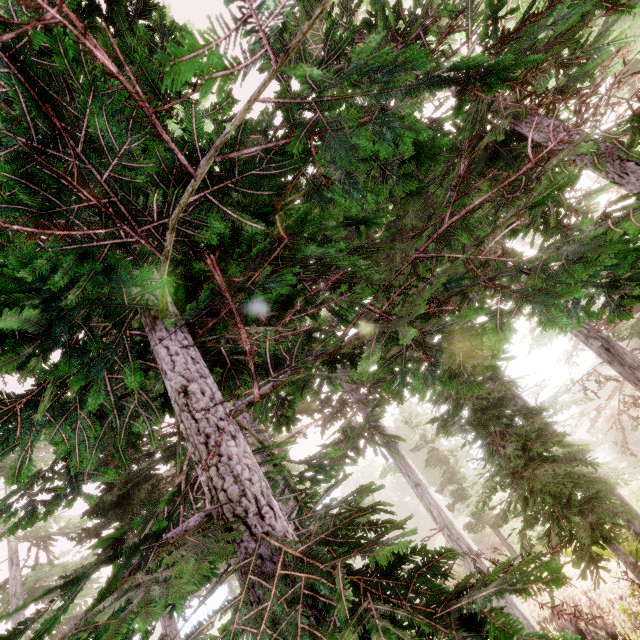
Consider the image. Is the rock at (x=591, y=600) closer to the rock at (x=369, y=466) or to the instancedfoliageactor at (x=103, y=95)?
the instancedfoliageactor at (x=103, y=95)

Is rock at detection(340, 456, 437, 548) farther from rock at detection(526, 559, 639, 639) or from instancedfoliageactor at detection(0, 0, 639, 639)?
rock at detection(526, 559, 639, 639)

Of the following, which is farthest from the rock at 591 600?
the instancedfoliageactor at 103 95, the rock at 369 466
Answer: the rock at 369 466

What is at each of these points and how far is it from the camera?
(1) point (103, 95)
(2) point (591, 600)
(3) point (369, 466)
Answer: (1) instancedfoliageactor, 1.1 meters
(2) rock, 9.0 meters
(3) rock, 49.0 meters

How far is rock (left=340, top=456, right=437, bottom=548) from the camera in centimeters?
4188cm

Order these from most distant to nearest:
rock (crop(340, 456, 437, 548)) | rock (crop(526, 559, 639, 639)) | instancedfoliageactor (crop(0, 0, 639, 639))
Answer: rock (crop(340, 456, 437, 548)), rock (crop(526, 559, 639, 639)), instancedfoliageactor (crop(0, 0, 639, 639))

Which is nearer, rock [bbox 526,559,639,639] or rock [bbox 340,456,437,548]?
rock [bbox 526,559,639,639]

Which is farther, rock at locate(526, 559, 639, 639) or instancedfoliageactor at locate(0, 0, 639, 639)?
rock at locate(526, 559, 639, 639)
